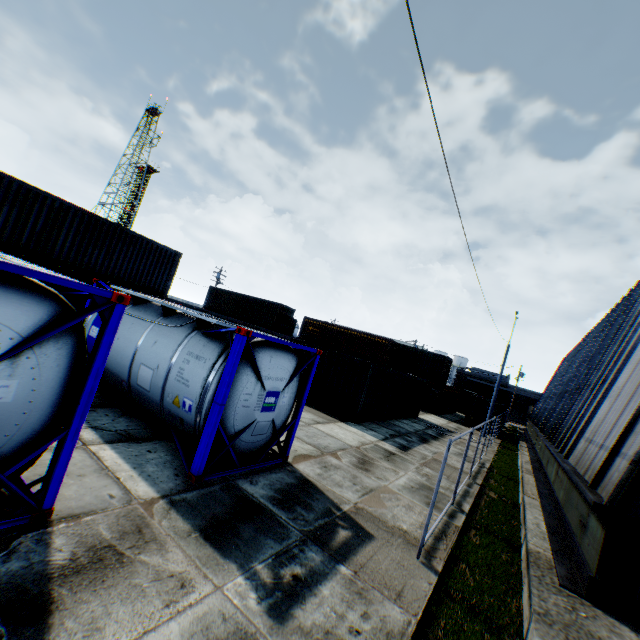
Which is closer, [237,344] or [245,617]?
[245,617]

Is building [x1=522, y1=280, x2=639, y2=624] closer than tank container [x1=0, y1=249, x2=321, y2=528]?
No

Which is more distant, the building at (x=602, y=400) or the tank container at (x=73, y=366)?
the building at (x=602, y=400)
